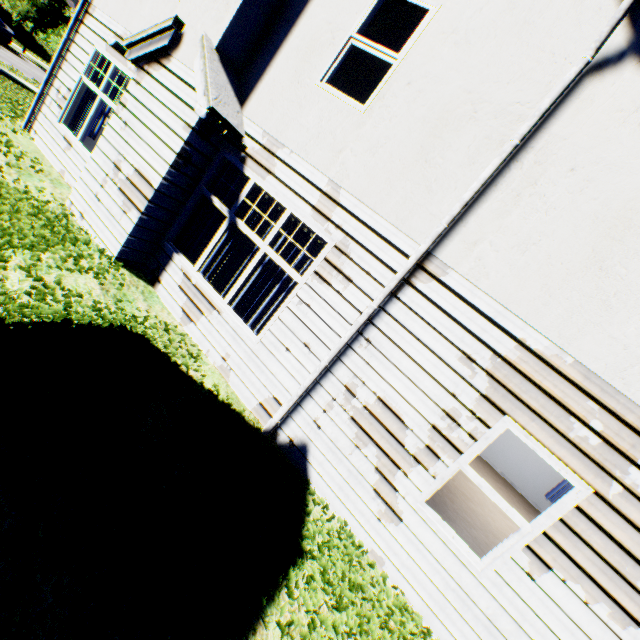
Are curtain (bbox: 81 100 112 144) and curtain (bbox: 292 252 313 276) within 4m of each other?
no

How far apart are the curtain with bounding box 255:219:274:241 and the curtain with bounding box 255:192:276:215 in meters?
0.1 m

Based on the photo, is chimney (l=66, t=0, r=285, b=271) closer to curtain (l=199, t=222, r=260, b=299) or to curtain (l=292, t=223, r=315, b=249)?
curtain (l=199, t=222, r=260, b=299)

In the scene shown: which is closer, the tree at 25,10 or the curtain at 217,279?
the curtain at 217,279

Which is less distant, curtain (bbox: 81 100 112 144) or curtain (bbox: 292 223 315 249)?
curtain (bbox: 292 223 315 249)

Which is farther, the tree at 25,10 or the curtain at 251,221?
the tree at 25,10

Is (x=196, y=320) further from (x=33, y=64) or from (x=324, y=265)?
(x=33, y=64)

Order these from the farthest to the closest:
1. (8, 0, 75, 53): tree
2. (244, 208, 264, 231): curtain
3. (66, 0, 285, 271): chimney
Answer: (8, 0, 75, 53): tree, (244, 208, 264, 231): curtain, (66, 0, 285, 271): chimney
